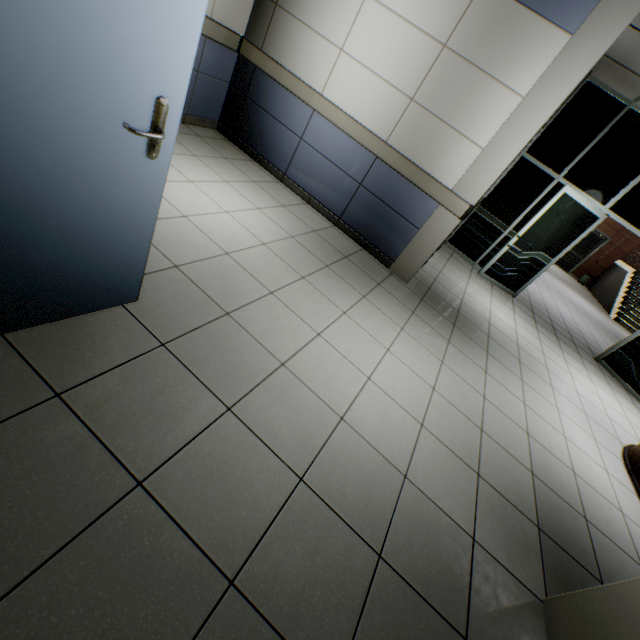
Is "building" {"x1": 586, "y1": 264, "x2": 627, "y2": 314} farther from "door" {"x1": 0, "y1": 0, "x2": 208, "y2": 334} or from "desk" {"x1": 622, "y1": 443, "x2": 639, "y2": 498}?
"door" {"x1": 0, "y1": 0, "x2": 208, "y2": 334}

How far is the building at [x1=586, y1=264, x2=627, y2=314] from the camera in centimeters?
1373cm

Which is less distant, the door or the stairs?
the door

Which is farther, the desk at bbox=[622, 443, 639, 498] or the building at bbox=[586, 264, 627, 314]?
the building at bbox=[586, 264, 627, 314]

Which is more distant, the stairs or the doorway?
the stairs

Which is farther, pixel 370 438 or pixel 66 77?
pixel 370 438

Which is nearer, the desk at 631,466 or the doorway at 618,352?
the desk at 631,466

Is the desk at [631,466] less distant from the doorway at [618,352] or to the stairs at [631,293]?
the doorway at [618,352]
